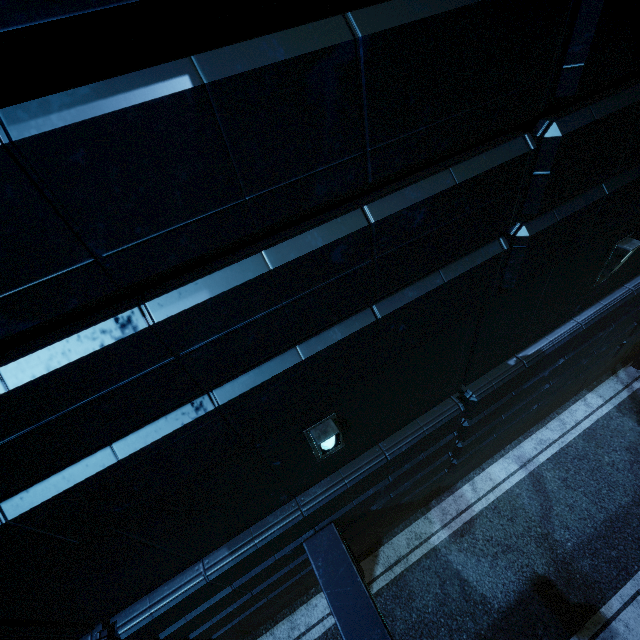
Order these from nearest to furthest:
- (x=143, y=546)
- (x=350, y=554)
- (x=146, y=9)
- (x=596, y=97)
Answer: (x=146, y=9)
(x=596, y=97)
(x=143, y=546)
(x=350, y=554)
